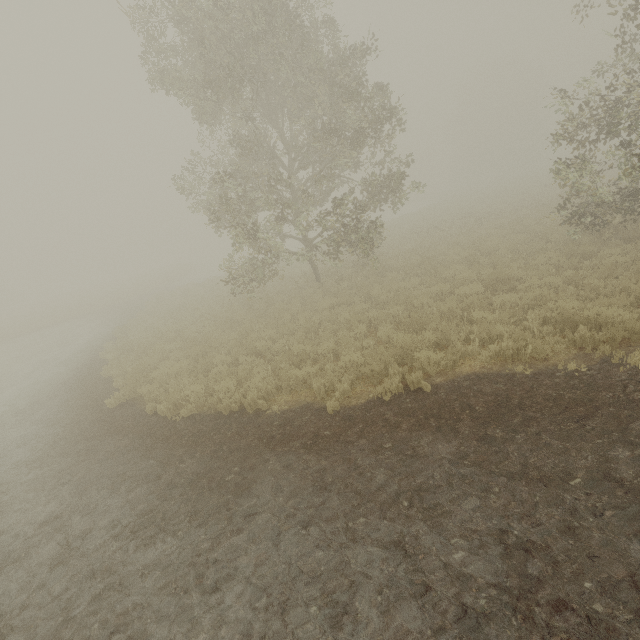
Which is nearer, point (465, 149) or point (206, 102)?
point (206, 102)
